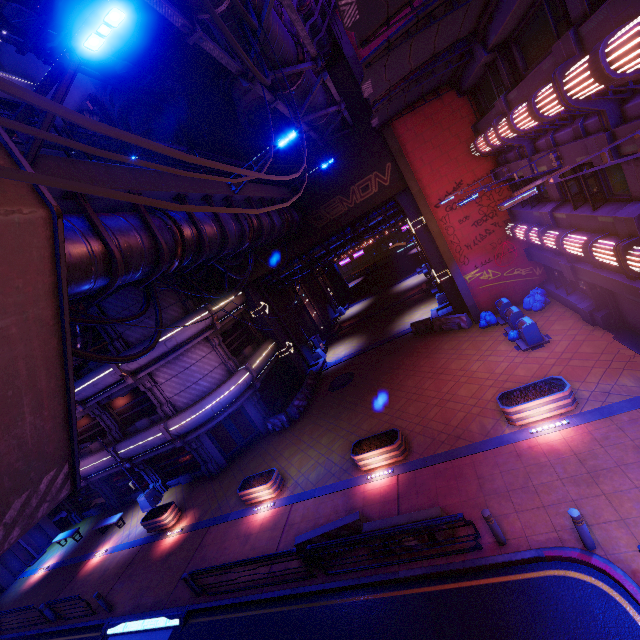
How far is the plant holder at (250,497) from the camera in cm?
1491

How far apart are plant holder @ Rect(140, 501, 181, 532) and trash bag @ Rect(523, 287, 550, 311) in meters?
22.4 m

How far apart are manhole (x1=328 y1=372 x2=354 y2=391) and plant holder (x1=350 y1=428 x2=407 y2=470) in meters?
7.5

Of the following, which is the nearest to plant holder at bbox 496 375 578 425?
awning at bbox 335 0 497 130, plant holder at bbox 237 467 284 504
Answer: plant holder at bbox 237 467 284 504

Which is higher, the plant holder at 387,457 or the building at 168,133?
the building at 168,133

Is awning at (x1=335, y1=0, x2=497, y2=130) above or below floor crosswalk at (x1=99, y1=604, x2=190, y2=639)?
above

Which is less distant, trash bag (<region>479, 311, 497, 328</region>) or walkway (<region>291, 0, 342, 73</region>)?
walkway (<region>291, 0, 342, 73</region>)

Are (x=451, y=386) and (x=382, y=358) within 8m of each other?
yes
